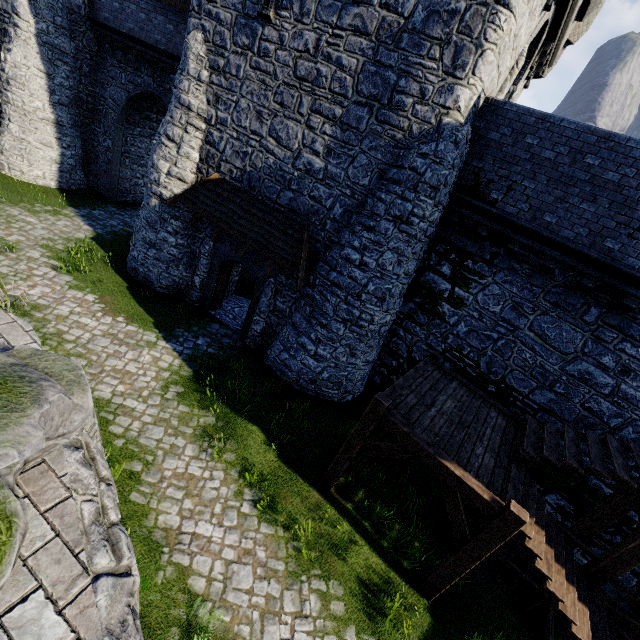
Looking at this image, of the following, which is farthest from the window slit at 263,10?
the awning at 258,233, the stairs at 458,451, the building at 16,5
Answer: the stairs at 458,451

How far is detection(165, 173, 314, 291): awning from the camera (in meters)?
10.34

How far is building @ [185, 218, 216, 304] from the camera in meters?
12.6 m

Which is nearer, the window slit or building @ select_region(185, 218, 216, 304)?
the window slit

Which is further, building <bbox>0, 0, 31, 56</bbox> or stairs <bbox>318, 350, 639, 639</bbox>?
building <bbox>0, 0, 31, 56</bbox>

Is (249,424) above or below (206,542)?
above

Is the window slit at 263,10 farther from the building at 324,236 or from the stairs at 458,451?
the stairs at 458,451
